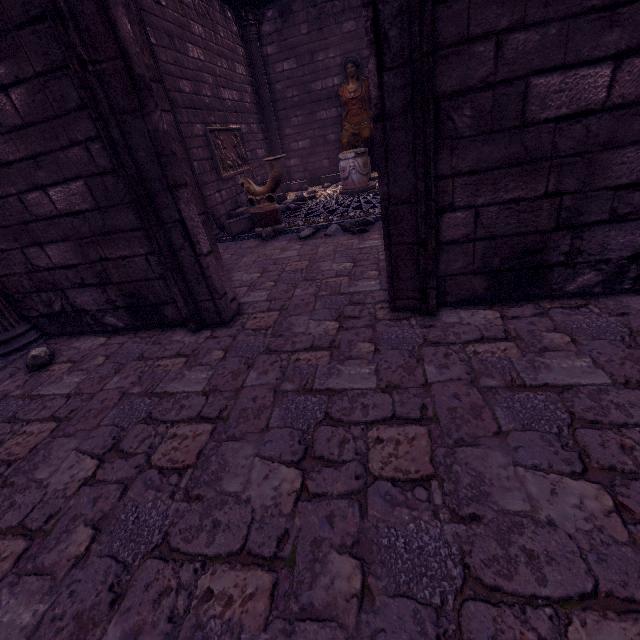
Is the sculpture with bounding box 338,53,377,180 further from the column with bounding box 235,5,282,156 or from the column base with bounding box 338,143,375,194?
the column with bounding box 235,5,282,156

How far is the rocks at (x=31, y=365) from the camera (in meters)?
3.04

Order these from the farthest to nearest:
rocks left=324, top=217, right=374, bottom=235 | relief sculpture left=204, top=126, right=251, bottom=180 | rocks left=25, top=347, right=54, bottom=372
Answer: relief sculpture left=204, top=126, right=251, bottom=180 < rocks left=324, top=217, right=374, bottom=235 < rocks left=25, top=347, right=54, bottom=372

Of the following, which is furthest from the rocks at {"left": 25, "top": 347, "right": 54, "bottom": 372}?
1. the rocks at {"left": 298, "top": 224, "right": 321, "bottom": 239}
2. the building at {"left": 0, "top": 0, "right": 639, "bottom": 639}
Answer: the rocks at {"left": 298, "top": 224, "right": 321, "bottom": 239}

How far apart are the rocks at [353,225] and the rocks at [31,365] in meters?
4.0

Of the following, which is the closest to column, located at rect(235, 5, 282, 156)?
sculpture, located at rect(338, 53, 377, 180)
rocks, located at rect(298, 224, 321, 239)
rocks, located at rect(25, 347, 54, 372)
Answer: sculpture, located at rect(338, 53, 377, 180)

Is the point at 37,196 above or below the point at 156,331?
above

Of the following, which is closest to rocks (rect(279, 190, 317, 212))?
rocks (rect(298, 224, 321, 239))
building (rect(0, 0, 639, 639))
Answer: building (rect(0, 0, 639, 639))
